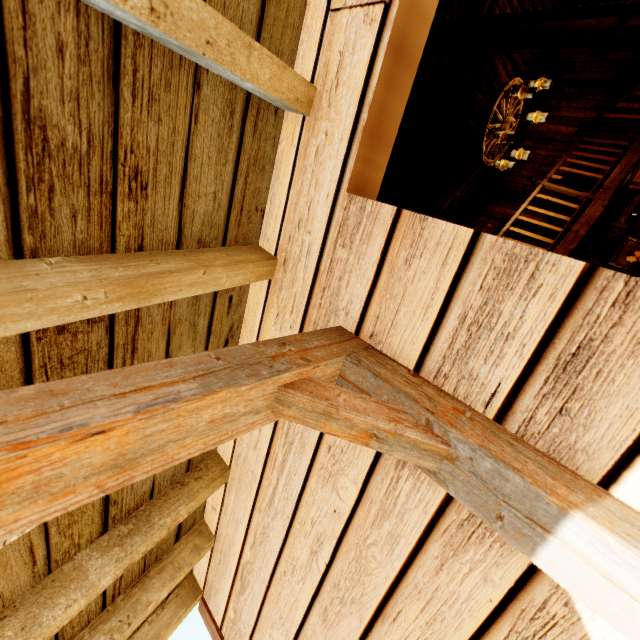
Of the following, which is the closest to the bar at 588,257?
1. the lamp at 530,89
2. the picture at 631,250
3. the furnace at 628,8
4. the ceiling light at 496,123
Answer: the picture at 631,250

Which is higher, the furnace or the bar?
the furnace

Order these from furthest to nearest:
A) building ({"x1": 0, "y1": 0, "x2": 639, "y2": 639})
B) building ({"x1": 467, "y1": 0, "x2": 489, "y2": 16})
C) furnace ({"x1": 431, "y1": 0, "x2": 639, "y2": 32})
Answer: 1. building ({"x1": 467, "y1": 0, "x2": 489, "y2": 16})
2. furnace ({"x1": 431, "y1": 0, "x2": 639, "y2": 32})
3. building ({"x1": 0, "y1": 0, "x2": 639, "y2": 639})

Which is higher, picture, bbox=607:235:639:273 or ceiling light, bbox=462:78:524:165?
ceiling light, bbox=462:78:524:165

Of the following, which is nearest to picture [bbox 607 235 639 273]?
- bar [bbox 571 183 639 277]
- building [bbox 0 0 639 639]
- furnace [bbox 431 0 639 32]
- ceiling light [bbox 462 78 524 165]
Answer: bar [bbox 571 183 639 277]

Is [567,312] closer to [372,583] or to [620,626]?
[620,626]

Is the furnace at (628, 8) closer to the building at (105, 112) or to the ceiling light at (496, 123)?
the building at (105, 112)

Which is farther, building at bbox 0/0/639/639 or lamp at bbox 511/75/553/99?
lamp at bbox 511/75/553/99
